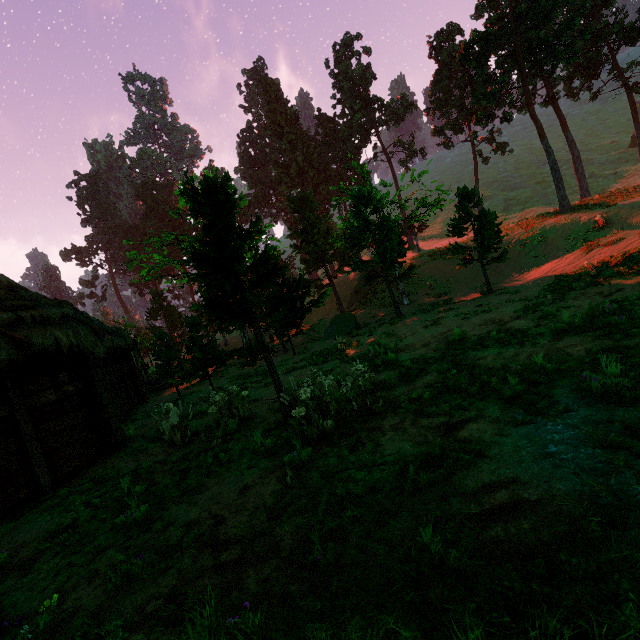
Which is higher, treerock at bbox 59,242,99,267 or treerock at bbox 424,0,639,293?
treerock at bbox 59,242,99,267

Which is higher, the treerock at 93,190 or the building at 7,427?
the treerock at 93,190

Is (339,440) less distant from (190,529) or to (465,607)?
(190,529)

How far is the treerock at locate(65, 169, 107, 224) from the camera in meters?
57.8 m

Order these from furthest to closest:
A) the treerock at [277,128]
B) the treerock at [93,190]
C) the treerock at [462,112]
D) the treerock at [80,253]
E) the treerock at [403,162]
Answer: the treerock at [93,190], the treerock at [80,253], the treerock at [403,162], the treerock at [462,112], the treerock at [277,128]
